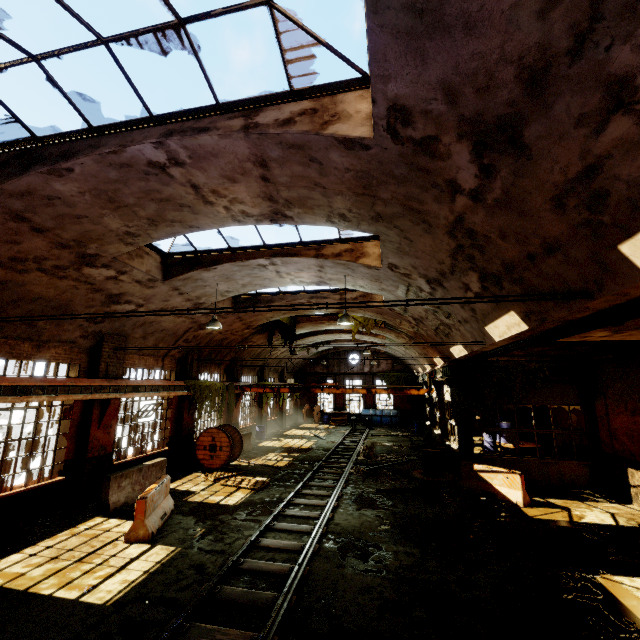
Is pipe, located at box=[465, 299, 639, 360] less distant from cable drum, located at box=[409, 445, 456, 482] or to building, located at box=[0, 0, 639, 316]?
building, located at box=[0, 0, 639, 316]

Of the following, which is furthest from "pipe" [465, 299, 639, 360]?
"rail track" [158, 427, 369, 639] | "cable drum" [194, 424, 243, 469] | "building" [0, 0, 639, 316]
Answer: "cable drum" [194, 424, 243, 469]

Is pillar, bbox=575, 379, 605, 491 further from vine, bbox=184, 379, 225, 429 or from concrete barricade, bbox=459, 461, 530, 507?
vine, bbox=184, 379, 225, 429

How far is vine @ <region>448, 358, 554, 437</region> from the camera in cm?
1284

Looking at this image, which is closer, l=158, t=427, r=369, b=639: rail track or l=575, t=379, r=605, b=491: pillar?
l=158, t=427, r=369, b=639: rail track

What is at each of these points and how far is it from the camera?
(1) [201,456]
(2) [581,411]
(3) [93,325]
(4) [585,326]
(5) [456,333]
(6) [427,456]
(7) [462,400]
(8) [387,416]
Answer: (1) cable drum, 15.04m
(2) pillar, 13.16m
(3) building, 10.55m
(4) pipe, 5.81m
(5) building, 10.73m
(6) cable drum, 13.93m
(7) vine, 13.75m
(8) dumpster, 31.22m

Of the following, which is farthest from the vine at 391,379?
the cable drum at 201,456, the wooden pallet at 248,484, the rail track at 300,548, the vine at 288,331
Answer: the cable drum at 201,456

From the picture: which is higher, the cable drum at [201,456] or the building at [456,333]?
the building at [456,333]
